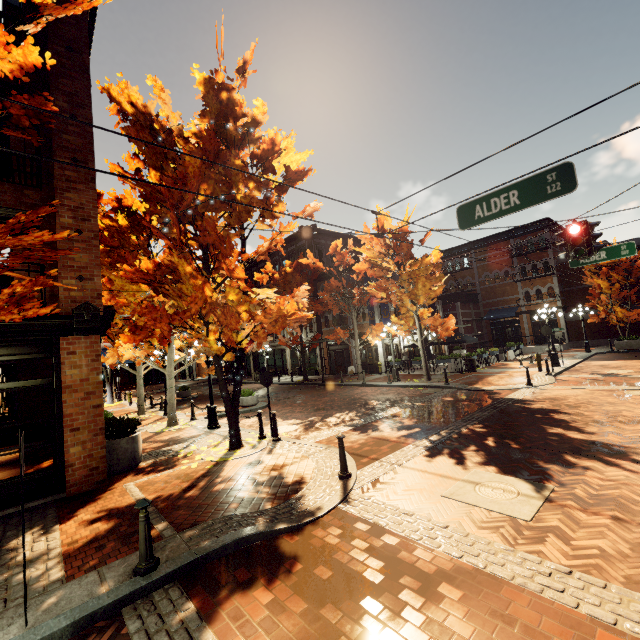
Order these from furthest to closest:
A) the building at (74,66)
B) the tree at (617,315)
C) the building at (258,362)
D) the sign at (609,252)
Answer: the building at (258,362) → the tree at (617,315) → the sign at (609,252) → the building at (74,66)

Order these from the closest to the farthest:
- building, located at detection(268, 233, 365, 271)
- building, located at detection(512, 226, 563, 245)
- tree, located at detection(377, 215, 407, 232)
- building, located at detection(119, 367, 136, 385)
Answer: tree, located at detection(377, 215, 407, 232), building, located at detection(512, 226, 563, 245), building, located at detection(268, 233, 365, 271), building, located at detection(119, 367, 136, 385)

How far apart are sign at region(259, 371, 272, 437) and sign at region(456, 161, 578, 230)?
6.85m

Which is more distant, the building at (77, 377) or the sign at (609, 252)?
the sign at (609, 252)

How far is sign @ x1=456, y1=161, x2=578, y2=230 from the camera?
4.66m

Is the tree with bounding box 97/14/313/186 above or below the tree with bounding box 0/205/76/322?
above

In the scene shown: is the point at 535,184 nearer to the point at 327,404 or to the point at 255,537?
the point at 255,537

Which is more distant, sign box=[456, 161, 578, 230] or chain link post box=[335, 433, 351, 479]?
chain link post box=[335, 433, 351, 479]
